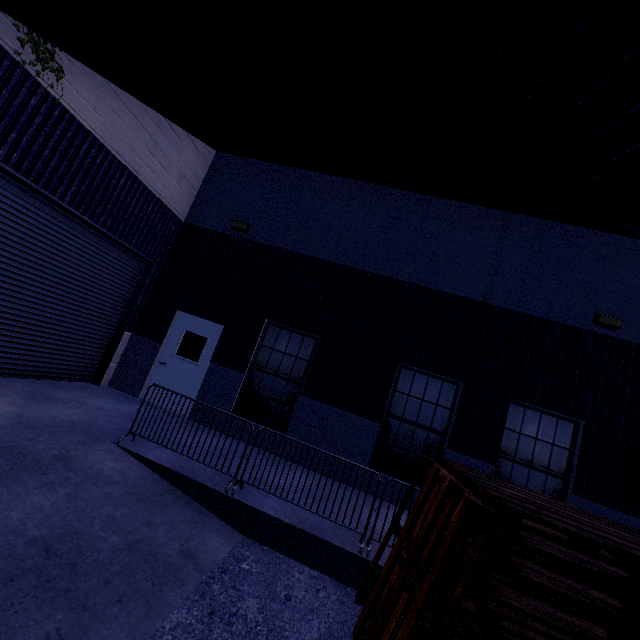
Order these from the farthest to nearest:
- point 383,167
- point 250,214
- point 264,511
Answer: point 250,214, point 383,167, point 264,511

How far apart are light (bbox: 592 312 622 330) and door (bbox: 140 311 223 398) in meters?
8.7

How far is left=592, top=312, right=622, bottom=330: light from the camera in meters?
7.0 m

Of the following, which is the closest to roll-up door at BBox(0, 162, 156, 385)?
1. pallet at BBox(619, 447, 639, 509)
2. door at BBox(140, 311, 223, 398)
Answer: door at BBox(140, 311, 223, 398)

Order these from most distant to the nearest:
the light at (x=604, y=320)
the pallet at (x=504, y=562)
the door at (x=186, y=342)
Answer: the door at (x=186, y=342), the light at (x=604, y=320), the pallet at (x=504, y=562)

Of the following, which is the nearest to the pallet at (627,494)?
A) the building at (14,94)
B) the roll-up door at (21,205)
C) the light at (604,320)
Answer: the building at (14,94)

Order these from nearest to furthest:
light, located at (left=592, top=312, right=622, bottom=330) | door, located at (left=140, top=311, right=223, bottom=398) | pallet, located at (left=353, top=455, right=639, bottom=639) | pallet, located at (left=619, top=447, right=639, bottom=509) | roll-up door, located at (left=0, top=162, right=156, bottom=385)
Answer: pallet, located at (left=353, top=455, right=639, bottom=639) < pallet, located at (left=619, top=447, right=639, bottom=509) < roll-up door, located at (left=0, top=162, right=156, bottom=385) < light, located at (left=592, top=312, right=622, bottom=330) < door, located at (left=140, top=311, right=223, bottom=398)

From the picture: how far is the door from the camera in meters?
8.3 m
